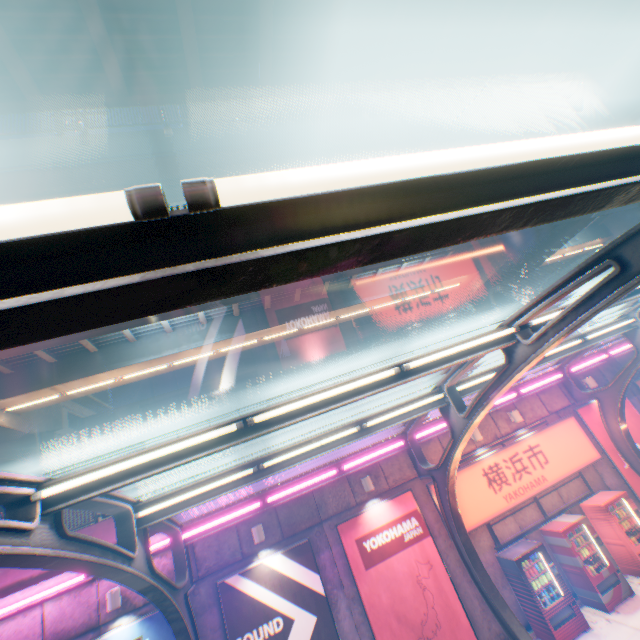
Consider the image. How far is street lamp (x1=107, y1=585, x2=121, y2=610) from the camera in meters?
7.9 m

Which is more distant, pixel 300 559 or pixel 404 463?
pixel 404 463

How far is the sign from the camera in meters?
10.4

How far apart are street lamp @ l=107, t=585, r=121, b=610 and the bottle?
10.9 meters

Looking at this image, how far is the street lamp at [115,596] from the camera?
7.91m

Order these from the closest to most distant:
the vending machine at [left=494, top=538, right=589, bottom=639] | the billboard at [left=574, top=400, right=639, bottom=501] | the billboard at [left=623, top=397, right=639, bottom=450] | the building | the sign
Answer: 1. the vending machine at [left=494, top=538, right=589, bottom=639]
2. the sign
3. the billboard at [left=574, top=400, right=639, bottom=501]
4. the billboard at [left=623, top=397, right=639, bottom=450]
5. the building

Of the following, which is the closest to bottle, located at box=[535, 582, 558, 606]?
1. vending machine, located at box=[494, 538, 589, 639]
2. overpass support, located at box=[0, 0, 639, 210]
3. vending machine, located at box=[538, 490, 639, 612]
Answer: vending machine, located at box=[494, 538, 589, 639]

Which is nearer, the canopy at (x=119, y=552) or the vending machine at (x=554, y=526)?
the canopy at (x=119, y=552)
